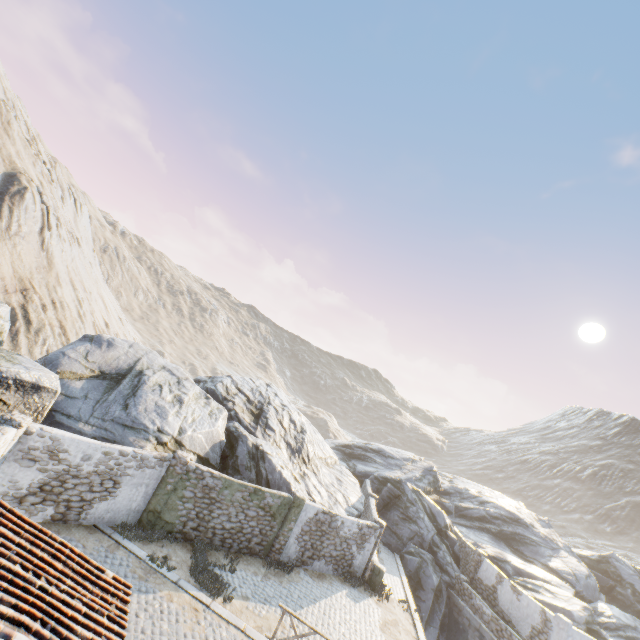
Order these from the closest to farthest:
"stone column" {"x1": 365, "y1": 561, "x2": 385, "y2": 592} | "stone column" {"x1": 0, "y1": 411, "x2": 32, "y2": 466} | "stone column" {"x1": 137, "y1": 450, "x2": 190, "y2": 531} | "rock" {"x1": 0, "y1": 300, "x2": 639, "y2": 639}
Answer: "stone column" {"x1": 0, "y1": 411, "x2": 32, "y2": 466} → "stone column" {"x1": 137, "y1": 450, "x2": 190, "y2": 531} → "rock" {"x1": 0, "y1": 300, "x2": 639, "y2": 639} → "stone column" {"x1": 365, "y1": 561, "x2": 385, "y2": 592}

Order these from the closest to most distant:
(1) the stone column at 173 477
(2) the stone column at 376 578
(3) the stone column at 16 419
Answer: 1. (3) the stone column at 16 419
2. (1) the stone column at 173 477
3. (2) the stone column at 376 578

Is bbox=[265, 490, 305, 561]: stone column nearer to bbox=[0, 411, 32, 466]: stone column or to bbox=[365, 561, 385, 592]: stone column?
bbox=[365, 561, 385, 592]: stone column

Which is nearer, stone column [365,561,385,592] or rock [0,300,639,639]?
rock [0,300,639,639]

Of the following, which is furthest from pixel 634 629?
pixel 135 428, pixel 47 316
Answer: pixel 47 316

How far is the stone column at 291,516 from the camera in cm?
1565

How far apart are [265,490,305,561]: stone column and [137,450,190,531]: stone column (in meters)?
5.45

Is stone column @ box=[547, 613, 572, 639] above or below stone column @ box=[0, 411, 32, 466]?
below
